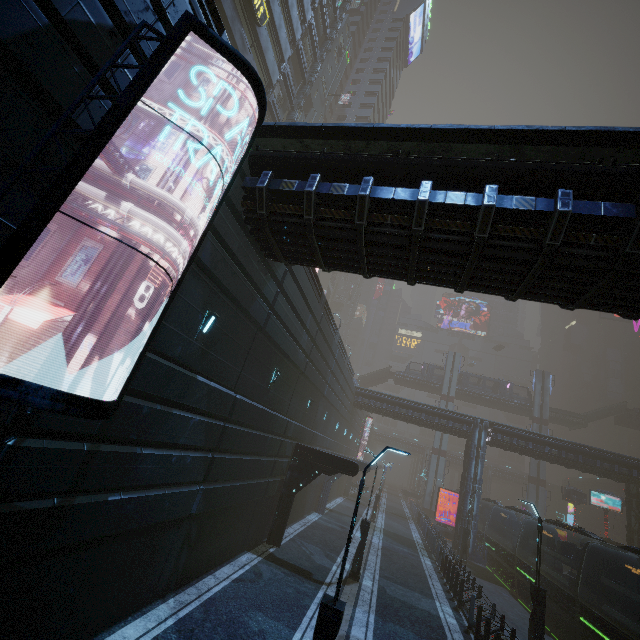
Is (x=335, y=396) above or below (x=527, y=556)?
above

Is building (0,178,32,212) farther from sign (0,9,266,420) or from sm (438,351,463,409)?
Result: sm (438,351,463,409)

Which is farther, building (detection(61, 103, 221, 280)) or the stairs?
the stairs

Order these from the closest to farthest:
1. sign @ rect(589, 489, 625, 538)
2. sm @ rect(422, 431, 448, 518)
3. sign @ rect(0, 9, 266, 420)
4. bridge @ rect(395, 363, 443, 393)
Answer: sign @ rect(0, 9, 266, 420) → sign @ rect(589, 489, 625, 538) → sm @ rect(422, 431, 448, 518) → bridge @ rect(395, 363, 443, 393)

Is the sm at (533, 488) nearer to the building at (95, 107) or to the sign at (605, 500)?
the building at (95, 107)

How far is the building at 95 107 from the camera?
4.7 meters

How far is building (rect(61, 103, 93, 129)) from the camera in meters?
4.6

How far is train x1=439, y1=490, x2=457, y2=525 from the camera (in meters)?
44.81
